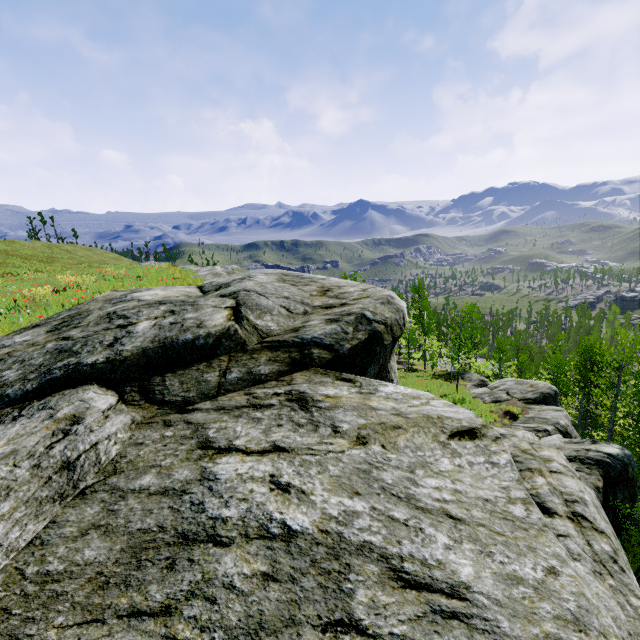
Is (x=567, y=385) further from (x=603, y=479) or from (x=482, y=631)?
(x=482, y=631)

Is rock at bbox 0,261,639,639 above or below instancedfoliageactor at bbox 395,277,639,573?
above

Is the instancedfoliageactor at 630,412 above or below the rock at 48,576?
below

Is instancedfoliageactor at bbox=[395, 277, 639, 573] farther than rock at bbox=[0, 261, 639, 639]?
Yes

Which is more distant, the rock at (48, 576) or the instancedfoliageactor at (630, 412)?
the instancedfoliageactor at (630, 412)
